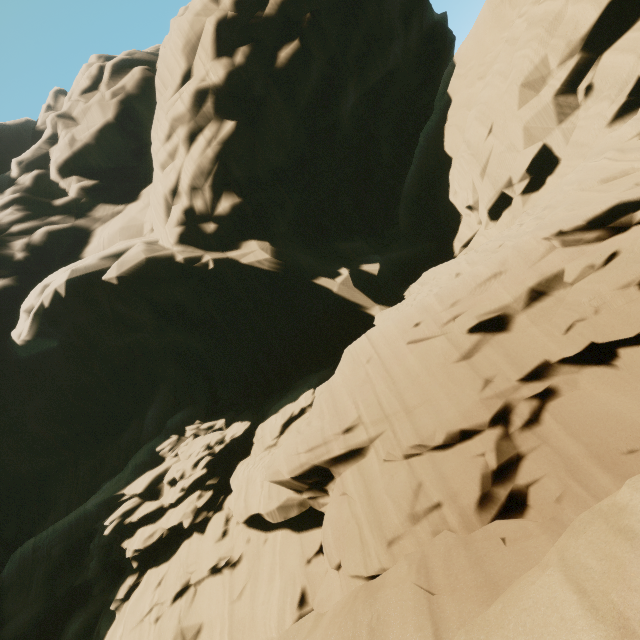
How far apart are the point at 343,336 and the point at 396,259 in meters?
6.3
